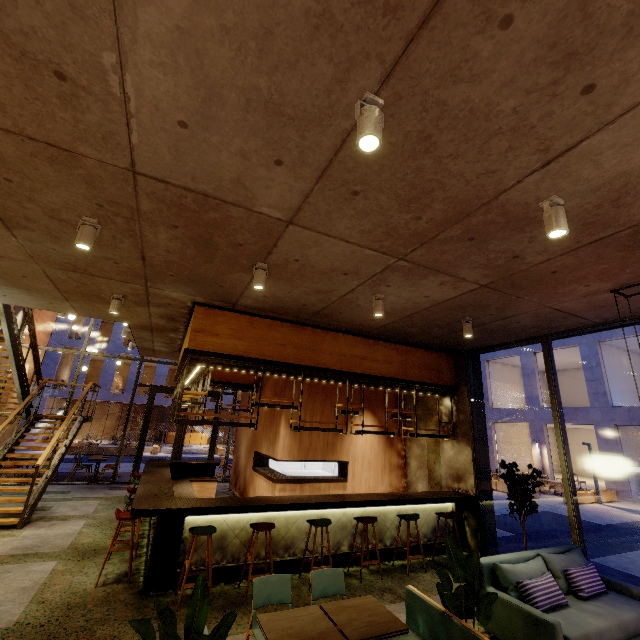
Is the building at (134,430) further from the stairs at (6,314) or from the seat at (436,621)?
the seat at (436,621)

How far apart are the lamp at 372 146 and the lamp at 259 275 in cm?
254

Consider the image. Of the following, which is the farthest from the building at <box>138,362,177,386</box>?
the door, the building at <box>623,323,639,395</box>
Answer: the door

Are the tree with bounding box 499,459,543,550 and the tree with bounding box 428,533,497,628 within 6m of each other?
yes

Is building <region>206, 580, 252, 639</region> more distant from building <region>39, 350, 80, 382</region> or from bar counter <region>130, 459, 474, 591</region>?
building <region>39, 350, 80, 382</region>

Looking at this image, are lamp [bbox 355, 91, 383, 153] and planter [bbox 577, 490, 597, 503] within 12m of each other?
no

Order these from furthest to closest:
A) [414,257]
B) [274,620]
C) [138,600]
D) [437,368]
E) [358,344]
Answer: [437,368] < [358,344] < [138,600] < [414,257] < [274,620]

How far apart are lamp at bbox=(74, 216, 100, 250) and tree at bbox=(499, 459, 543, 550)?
7.64m
